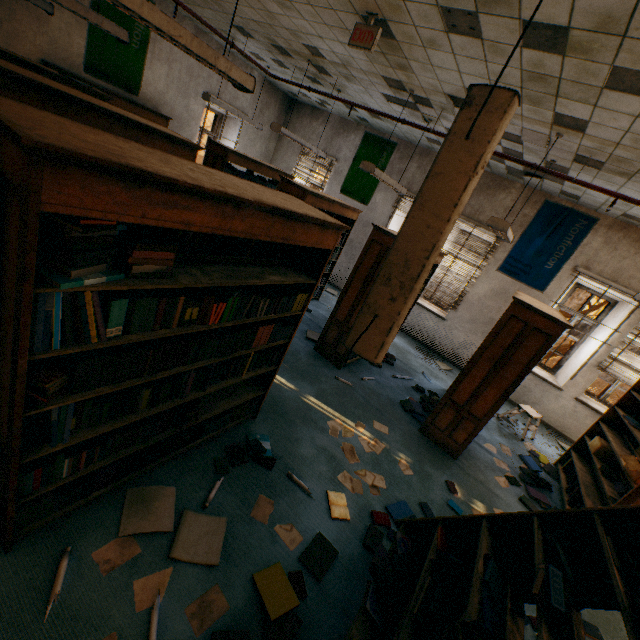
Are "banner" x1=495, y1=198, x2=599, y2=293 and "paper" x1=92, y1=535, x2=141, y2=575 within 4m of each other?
no

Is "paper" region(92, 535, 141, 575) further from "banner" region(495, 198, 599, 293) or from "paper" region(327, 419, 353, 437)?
"banner" region(495, 198, 599, 293)

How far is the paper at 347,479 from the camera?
3.19m

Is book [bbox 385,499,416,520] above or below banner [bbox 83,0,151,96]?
below

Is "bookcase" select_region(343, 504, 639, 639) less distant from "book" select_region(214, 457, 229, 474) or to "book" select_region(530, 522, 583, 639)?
"book" select_region(530, 522, 583, 639)

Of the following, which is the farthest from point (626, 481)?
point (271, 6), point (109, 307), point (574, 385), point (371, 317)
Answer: point (271, 6)

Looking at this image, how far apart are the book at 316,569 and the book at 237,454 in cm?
67

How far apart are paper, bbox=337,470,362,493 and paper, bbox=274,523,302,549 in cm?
74
